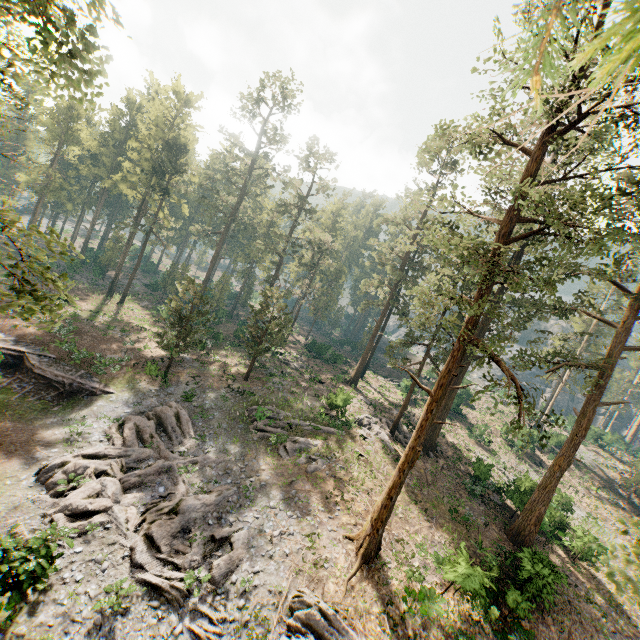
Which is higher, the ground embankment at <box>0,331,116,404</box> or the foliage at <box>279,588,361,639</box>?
the foliage at <box>279,588,361,639</box>

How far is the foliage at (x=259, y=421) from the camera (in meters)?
25.64

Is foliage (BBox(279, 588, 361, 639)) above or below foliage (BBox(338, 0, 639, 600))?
below

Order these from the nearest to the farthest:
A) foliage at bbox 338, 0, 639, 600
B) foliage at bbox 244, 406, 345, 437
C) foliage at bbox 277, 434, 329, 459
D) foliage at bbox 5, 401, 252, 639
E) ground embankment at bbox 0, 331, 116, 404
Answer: foliage at bbox 338, 0, 639, 600
foliage at bbox 5, 401, 252, 639
foliage at bbox 277, 434, 329, 459
ground embankment at bbox 0, 331, 116, 404
foliage at bbox 244, 406, 345, 437

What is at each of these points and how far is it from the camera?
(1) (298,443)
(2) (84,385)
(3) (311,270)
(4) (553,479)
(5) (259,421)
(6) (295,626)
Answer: (1) foliage, 25.4m
(2) ground embankment, 26.3m
(3) foliage, 49.0m
(4) foliage, 23.3m
(5) foliage, 26.1m
(6) foliage, 14.1m

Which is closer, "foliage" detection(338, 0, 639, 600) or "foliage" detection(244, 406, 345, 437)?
"foliage" detection(338, 0, 639, 600)

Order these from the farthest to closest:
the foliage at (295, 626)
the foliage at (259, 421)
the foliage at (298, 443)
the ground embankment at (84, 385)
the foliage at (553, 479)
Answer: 1. the foliage at (259, 421)
2. the ground embankment at (84, 385)
3. the foliage at (298, 443)
4. the foliage at (295, 626)
5. the foliage at (553, 479)
